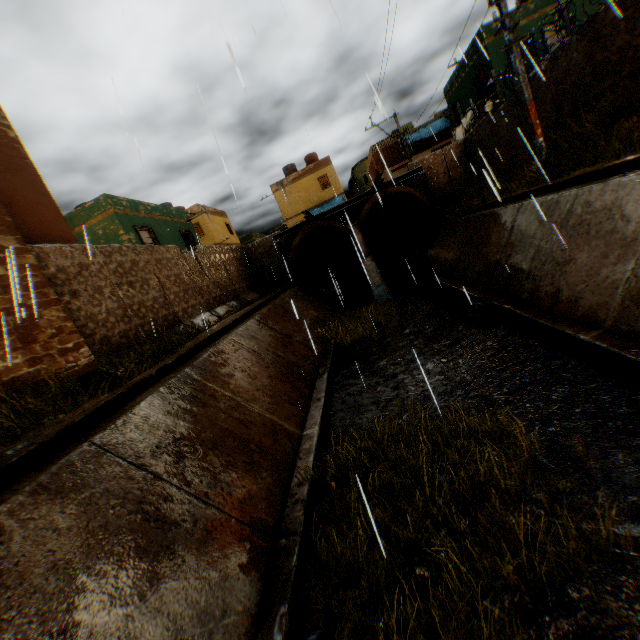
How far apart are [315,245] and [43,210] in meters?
18.0

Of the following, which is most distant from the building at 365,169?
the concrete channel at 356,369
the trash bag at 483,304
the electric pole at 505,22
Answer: the electric pole at 505,22

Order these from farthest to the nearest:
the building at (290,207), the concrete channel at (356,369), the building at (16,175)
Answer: the building at (290,207)
the building at (16,175)
the concrete channel at (356,369)

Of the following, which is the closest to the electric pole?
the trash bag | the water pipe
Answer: the water pipe

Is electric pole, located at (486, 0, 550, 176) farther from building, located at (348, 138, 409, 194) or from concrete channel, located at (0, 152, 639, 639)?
building, located at (348, 138, 409, 194)

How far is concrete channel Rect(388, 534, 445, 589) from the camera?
3.1m

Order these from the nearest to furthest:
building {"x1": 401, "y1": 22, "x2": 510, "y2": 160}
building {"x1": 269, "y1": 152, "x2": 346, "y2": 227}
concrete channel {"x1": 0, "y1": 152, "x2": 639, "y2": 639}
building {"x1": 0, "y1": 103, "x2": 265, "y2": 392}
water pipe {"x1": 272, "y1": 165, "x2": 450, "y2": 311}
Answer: concrete channel {"x1": 0, "y1": 152, "x2": 639, "y2": 639}
building {"x1": 0, "y1": 103, "x2": 265, "y2": 392}
water pipe {"x1": 272, "y1": 165, "x2": 450, "y2": 311}
building {"x1": 401, "y1": 22, "x2": 510, "y2": 160}
building {"x1": 269, "y1": 152, "x2": 346, "y2": 227}

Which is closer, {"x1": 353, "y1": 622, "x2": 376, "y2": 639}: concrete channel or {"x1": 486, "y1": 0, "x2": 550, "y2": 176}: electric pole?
{"x1": 353, "y1": 622, "x2": 376, "y2": 639}: concrete channel
